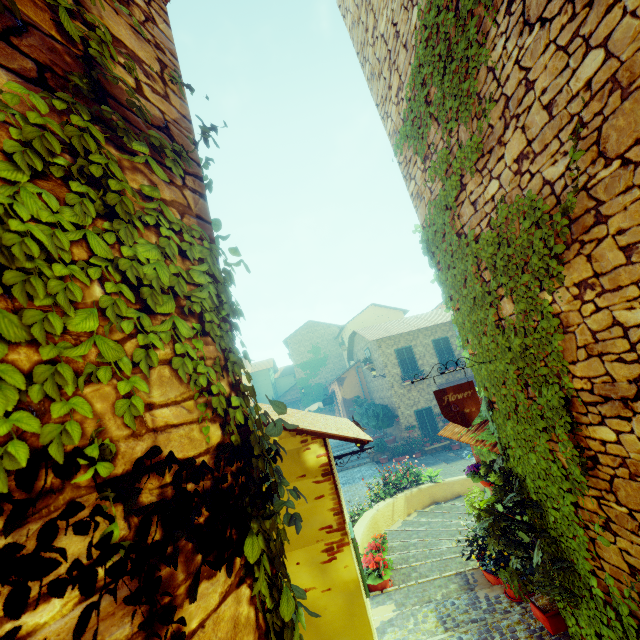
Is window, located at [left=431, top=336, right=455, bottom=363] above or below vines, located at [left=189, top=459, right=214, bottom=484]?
above

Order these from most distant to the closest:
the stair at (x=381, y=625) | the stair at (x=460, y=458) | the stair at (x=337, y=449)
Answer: the stair at (x=337, y=449) → the stair at (x=460, y=458) → the stair at (x=381, y=625)

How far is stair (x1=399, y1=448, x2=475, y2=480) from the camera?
13.71m

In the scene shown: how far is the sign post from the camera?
3.81m

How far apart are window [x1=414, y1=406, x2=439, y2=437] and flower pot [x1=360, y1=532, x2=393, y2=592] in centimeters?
1265cm

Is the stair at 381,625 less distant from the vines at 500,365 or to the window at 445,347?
the vines at 500,365

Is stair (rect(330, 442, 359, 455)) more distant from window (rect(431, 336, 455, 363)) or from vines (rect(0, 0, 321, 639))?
window (rect(431, 336, 455, 363))

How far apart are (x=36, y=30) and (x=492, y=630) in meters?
6.9
